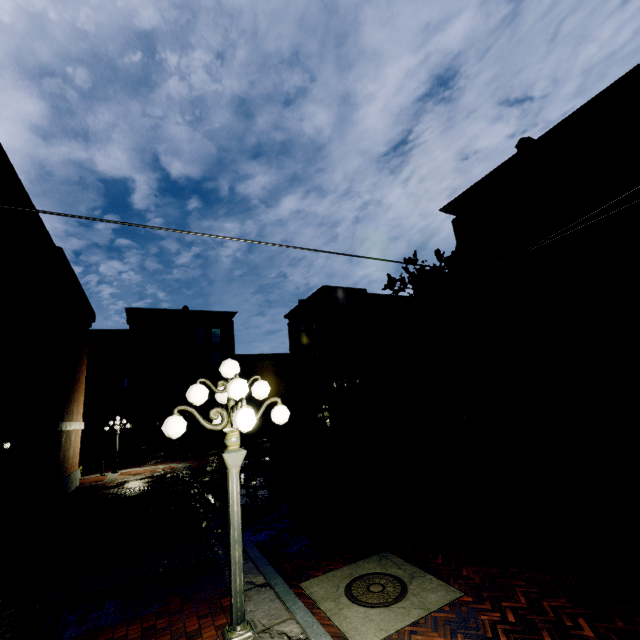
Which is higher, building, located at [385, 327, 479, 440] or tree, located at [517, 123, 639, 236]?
tree, located at [517, 123, 639, 236]

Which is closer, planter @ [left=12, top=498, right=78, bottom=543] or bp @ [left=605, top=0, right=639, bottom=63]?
planter @ [left=12, top=498, right=78, bottom=543]

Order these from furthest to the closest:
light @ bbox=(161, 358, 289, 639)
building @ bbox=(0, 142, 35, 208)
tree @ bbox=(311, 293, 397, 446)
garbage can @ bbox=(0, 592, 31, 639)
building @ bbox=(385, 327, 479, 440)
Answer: tree @ bbox=(311, 293, 397, 446)
building @ bbox=(385, 327, 479, 440)
building @ bbox=(0, 142, 35, 208)
garbage can @ bbox=(0, 592, 31, 639)
light @ bbox=(161, 358, 289, 639)

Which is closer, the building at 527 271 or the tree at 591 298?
the tree at 591 298

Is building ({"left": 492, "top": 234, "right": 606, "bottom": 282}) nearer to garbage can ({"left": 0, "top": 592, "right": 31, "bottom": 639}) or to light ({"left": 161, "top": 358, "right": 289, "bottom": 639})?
garbage can ({"left": 0, "top": 592, "right": 31, "bottom": 639})

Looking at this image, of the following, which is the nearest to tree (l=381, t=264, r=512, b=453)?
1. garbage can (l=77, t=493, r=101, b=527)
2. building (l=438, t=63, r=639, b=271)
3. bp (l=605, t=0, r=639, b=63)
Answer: building (l=438, t=63, r=639, b=271)

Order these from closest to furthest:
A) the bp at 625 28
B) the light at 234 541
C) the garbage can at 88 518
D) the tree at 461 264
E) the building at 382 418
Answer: the light at 234 541 → the garbage can at 88 518 → the tree at 461 264 → the building at 382 418 → the bp at 625 28

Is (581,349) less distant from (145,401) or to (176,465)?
(176,465)
